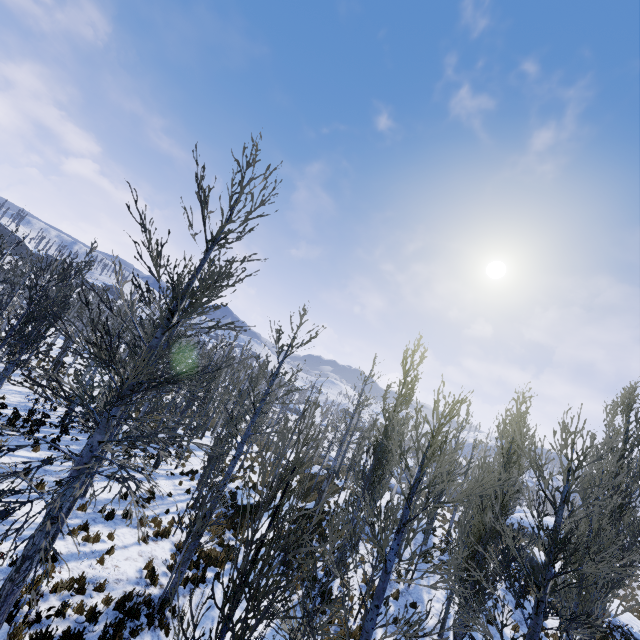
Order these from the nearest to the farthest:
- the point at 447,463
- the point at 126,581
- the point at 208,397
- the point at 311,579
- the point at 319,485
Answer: the point at 311,579, the point at 126,581, the point at 319,485, the point at 447,463, the point at 208,397

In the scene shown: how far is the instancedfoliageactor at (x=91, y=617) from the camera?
7.5m

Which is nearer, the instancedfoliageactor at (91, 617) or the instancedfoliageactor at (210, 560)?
the instancedfoliageactor at (210, 560)

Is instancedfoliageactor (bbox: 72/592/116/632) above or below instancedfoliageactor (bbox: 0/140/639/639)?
below

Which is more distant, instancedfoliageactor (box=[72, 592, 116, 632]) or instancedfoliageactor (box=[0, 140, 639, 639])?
instancedfoliageactor (box=[72, 592, 116, 632])

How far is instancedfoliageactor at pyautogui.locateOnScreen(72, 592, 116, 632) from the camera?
7.5 meters
